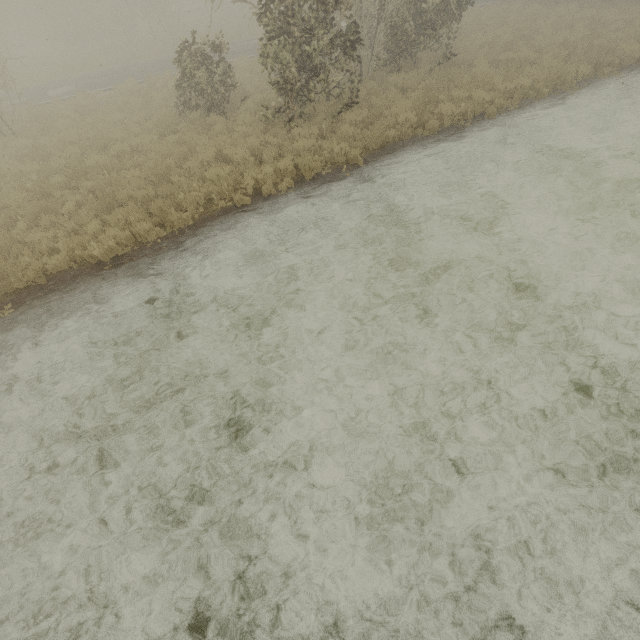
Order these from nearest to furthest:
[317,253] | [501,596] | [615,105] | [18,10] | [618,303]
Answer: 1. [501,596]
2. [618,303]
3. [317,253]
4. [615,105]
5. [18,10]
